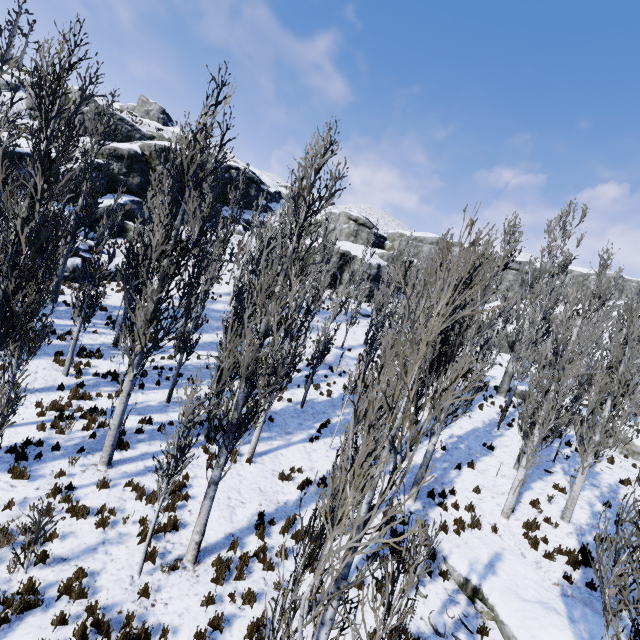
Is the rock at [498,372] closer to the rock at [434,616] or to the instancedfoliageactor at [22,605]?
the instancedfoliageactor at [22,605]

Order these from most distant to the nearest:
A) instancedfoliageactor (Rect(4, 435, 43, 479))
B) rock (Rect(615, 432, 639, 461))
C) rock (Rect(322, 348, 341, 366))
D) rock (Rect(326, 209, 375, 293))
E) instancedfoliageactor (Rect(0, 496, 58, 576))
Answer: rock (Rect(326, 209, 375, 293)) → rock (Rect(322, 348, 341, 366)) → rock (Rect(615, 432, 639, 461)) → instancedfoliageactor (Rect(4, 435, 43, 479)) → instancedfoliageactor (Rect(0, 496, 58, 576))

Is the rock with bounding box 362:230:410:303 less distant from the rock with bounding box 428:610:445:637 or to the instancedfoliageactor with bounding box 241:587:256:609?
the instancedfoliageactor with bounding box 241:587:256:609

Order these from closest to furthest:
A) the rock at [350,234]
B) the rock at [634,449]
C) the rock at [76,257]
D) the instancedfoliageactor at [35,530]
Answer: the instancedfoliageactor at [35,530], the rock at [634,449], the rock at [76,257], the rock at [350,234]

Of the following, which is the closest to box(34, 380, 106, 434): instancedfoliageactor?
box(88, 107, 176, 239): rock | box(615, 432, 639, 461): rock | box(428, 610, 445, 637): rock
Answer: box(615, 432, 639, 461): rock

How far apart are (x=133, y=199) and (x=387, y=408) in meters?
34.8 m

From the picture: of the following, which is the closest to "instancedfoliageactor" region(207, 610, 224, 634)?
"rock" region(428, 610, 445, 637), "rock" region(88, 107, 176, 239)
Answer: "rock" region(88, 107, 176, 239)
